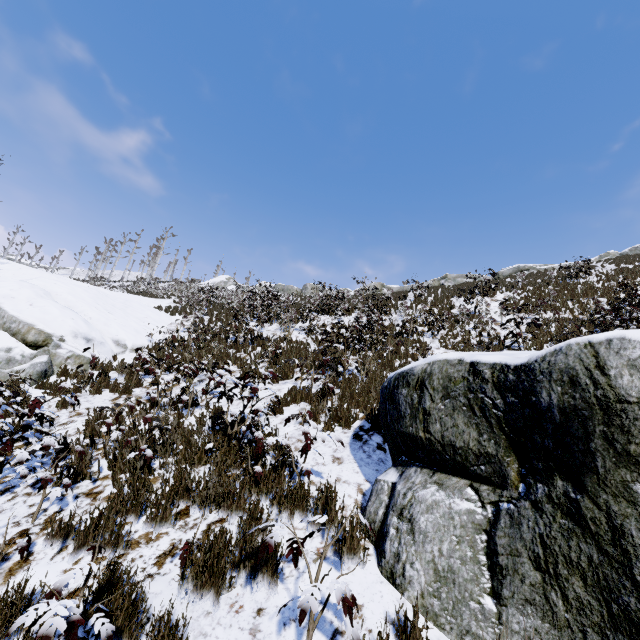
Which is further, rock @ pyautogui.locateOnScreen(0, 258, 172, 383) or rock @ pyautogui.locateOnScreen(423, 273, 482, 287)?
rock @ pyautogui.locateOnScreen(423, 273, 482, 287)

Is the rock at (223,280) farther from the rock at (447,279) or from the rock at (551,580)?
the rock at (551,580)

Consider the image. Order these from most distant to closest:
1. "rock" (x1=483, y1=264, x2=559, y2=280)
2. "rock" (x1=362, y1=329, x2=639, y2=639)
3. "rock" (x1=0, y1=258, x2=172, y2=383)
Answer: "rock" (x1=483, y1=264, x2=559, y2=280) < "rock" (x1=0, y1=258, x2=172, y2=383) < "rock" (x1=362, y1=329, x2=639, y2=639)

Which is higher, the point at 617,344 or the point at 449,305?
the point at 449,305

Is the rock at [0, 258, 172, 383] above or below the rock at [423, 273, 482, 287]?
below

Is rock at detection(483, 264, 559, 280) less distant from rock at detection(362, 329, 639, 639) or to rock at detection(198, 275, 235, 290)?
rock at detection(198, 275, 235, 290)

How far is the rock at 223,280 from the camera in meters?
41.3 m

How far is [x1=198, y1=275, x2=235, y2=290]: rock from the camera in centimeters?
4126cm
